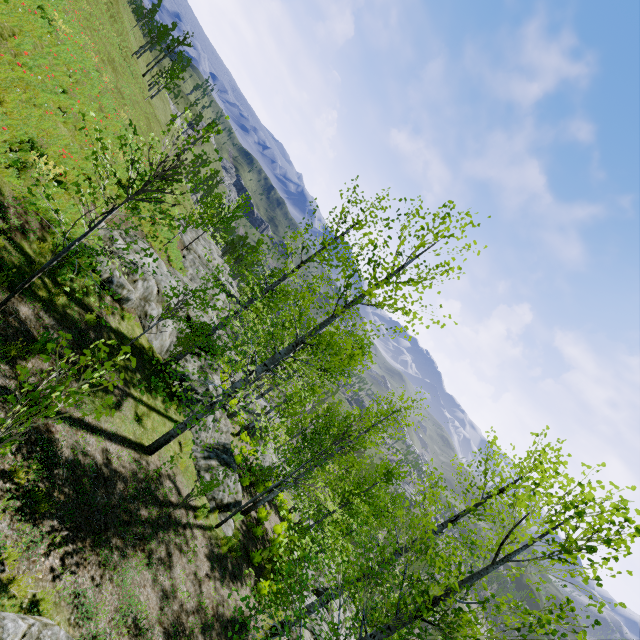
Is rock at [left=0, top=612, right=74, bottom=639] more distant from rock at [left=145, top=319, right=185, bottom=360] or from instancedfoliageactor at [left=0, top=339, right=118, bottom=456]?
instancedfoliageactor at [left=0, top=339, right=118, bottom=456]

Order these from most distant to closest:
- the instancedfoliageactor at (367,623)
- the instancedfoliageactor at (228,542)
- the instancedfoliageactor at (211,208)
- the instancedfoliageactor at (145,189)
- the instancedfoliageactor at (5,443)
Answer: the instancedfoliageactor at (211,208) < the instancedfoliageactor at (228,542) < the instancedfoliageactor at (145,189) < the instancedfoliageactor at (367,623) < the instancedfoliageactor at (5,443)

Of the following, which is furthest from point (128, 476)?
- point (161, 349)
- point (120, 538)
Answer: point (161, 349)

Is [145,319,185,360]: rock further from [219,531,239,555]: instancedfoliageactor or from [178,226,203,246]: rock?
[219,531,239,555]: instancedfoliageactor

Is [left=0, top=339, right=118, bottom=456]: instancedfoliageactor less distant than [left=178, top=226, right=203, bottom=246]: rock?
Yes

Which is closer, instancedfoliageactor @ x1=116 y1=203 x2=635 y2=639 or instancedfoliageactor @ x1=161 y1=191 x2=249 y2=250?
instancedfoliageactor @ x1=116 y1=203 x2=635 y2=639

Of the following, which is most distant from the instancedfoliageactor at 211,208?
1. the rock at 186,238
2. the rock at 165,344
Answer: the rock at 165,344
